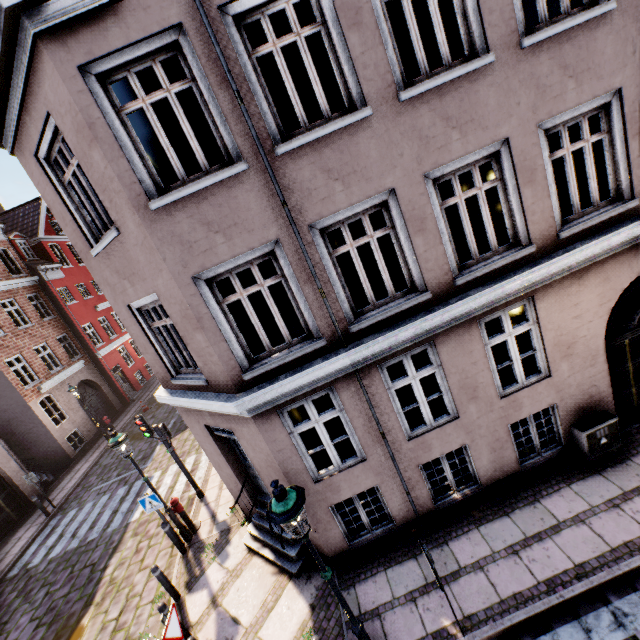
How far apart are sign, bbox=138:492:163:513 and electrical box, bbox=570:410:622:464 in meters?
9.9 m

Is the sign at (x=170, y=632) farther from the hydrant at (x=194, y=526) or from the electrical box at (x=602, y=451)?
the electrical box at (x=602, y=451)

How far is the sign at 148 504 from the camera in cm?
845

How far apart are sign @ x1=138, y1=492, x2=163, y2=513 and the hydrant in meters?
0.5 m

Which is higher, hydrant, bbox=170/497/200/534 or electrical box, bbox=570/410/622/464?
electrical box, bbox=570/410/622/464

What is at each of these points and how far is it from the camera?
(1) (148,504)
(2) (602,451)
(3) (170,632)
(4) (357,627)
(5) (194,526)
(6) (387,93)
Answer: (1) sign, 8.5 meters
(2) electrical box, 6.5 meters
(3) sign, 5.1 meters
(4) street light, 4.6 meters
(5) hydrant, 9.4 meters
(6) building, 4.7 meters

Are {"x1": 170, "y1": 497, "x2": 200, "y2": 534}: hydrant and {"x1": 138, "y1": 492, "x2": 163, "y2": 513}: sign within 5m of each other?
yes

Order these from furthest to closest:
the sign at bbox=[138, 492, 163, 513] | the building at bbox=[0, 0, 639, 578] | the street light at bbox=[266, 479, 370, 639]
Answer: the sign at bbox=[138, 492, 163, 513] → the building at bbox=[0, 0, 639, 578] → the street light at bbox=[266, 479, 370, 639]
